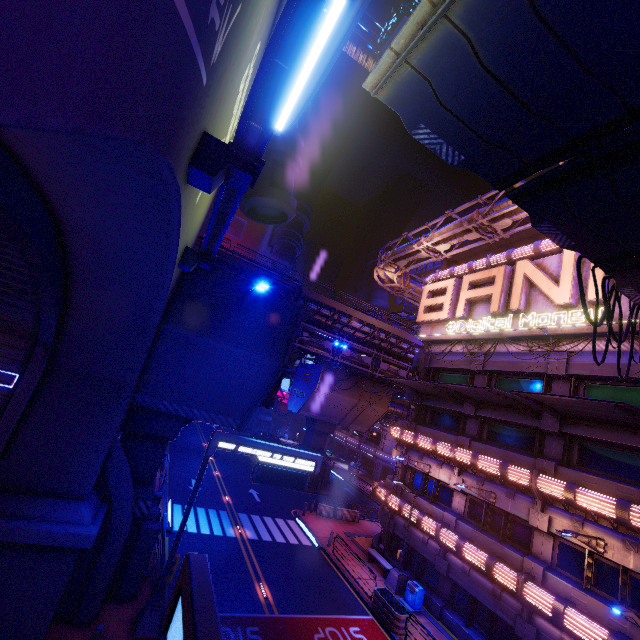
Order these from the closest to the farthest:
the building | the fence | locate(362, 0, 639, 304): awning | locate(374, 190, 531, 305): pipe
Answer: locate(362, 0, 639, 304): awning → the building → locate(374, 190, 531, 305): pipe → the fence

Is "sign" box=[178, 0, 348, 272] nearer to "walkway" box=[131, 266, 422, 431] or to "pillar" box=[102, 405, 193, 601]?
"walkway" box=[131, 266, 422, 431]

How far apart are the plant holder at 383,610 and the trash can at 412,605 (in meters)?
1.16

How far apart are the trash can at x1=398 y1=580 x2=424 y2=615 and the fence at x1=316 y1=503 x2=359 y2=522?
10.47m

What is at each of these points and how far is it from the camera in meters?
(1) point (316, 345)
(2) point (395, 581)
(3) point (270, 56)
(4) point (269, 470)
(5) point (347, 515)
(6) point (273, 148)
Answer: (1) pipe, 32.7 m
(2) street light, 19.8 m
(3) sign, 3.5 m
(4) sign, 14.2 m
(5) fence, 29.8 m
(6) building, 13.7 m

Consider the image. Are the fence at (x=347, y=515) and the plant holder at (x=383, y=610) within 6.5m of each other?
no

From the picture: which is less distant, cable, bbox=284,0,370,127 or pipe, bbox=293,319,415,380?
cable, bbox=284,0,370,127

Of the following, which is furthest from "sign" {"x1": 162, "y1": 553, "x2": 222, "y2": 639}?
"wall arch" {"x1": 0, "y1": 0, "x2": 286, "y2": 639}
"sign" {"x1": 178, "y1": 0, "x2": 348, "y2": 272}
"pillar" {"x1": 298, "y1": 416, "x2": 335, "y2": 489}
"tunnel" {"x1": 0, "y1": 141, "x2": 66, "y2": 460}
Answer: "pillar" {"x1": 298, "y1": 416, "x2": 335, "y2": 489}
